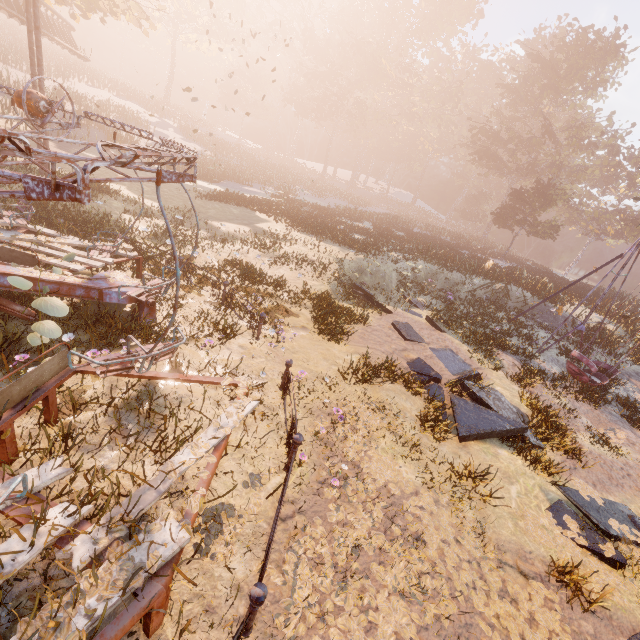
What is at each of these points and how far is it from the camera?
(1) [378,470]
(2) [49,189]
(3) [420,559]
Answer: (1) instancedfoliageactor, 5.5m
(2) merry-go-round, 2.2m
(3) instancedfoliageactor, 4.4m

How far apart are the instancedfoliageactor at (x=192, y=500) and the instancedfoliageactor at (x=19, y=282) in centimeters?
370cm

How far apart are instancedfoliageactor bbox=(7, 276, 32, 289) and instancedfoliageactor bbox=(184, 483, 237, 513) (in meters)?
3.70

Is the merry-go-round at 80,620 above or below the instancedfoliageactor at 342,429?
above

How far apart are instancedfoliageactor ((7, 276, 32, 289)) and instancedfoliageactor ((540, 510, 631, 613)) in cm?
887

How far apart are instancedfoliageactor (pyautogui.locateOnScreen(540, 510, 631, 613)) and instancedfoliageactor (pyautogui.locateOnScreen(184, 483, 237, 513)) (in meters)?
5.59

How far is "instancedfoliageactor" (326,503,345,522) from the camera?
4.52m

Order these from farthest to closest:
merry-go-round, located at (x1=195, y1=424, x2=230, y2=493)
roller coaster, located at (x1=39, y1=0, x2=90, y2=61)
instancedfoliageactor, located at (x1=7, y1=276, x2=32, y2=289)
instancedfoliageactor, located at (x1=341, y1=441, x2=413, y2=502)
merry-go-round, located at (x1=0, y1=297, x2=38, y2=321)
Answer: roller coaster, located at (x1=39, y1=0, x2=90, y2=61), merry-go-round, located at (x1=0, y1=297, x2=38, y2=321), instancedfoliageactor, located at (x1=341, y1=441, x2=413, y2=502), instancedfoliageactor, located at (x1=7, y1=276, x2=32, y2=289), merry-go-round, located at (x1=195, y1=424, x2=230, y2=493)
